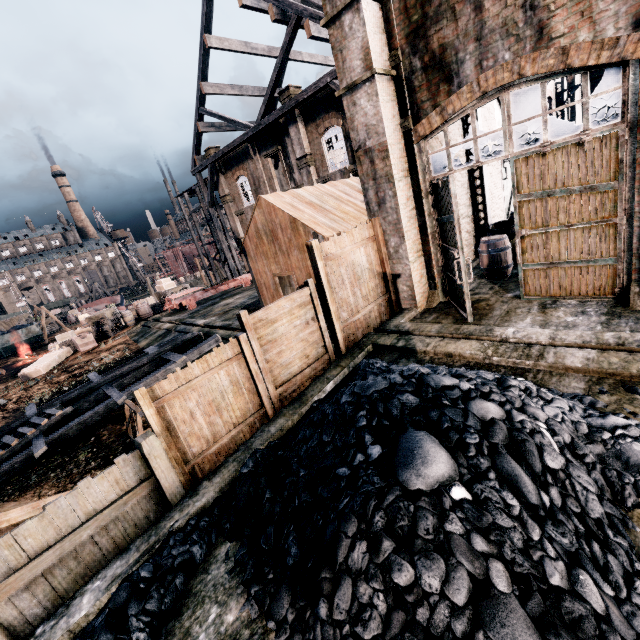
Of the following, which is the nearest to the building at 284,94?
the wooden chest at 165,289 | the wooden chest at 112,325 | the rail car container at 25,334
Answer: the wooden chest at 165,289

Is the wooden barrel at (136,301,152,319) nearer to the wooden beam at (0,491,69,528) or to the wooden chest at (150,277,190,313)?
the wooden chest at (150,277,190,313)

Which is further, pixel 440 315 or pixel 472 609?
pixel 440 315

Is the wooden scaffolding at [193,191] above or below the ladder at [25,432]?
above

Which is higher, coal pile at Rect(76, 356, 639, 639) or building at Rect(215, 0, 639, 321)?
building at Rect(215, 0, 639, 321)

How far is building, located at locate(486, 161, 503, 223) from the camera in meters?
14.2 m

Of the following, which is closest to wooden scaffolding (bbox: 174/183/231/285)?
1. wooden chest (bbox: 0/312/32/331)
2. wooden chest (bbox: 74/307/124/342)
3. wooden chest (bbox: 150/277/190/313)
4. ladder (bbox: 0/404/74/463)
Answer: wooden chest (bbox: 150/277/190/313)
